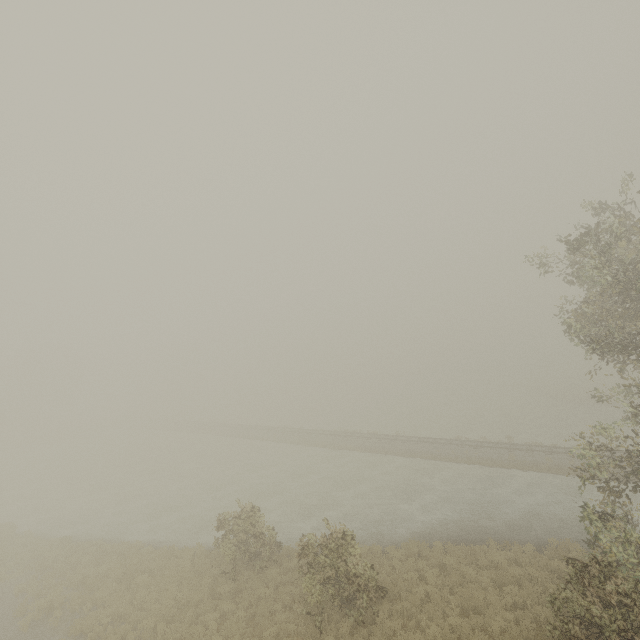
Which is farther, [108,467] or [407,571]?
[108,467]
